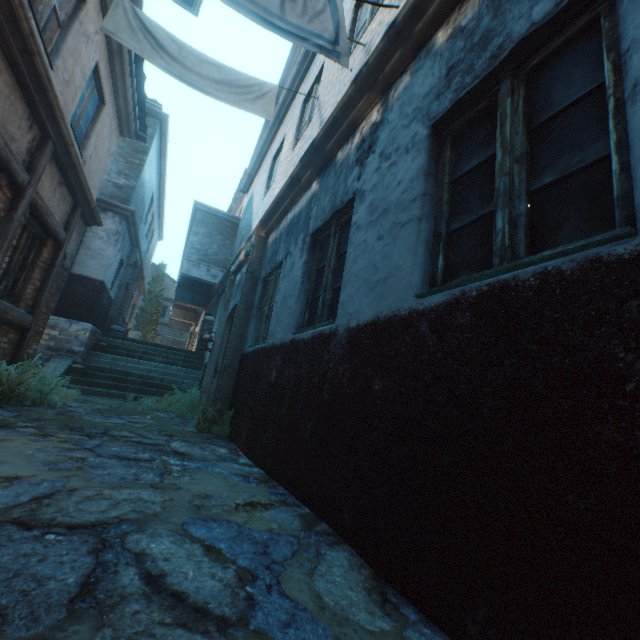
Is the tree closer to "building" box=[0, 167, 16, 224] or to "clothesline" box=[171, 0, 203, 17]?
"building" box=[0, 167, 16, 224]

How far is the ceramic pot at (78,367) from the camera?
8.7m

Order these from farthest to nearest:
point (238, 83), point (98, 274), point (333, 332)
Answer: point (98, 274), point (238, 83), point (333, 332)

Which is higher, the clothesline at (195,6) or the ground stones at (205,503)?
the clothesline at (195,6)

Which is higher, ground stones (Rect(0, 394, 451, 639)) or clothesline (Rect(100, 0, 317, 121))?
clothesline (Rect(100, 0, 317, 121))

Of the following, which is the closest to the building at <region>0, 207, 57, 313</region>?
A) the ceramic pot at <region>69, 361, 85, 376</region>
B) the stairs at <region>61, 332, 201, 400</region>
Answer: the stairs at <region>61, 332, 201, 400</region>

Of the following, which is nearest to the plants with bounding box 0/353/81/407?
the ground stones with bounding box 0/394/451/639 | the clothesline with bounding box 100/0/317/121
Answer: the ground stones with bounding box 0/394/451/639

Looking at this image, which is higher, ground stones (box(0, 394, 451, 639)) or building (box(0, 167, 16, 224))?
building (box(0, 167, 16, 224))
